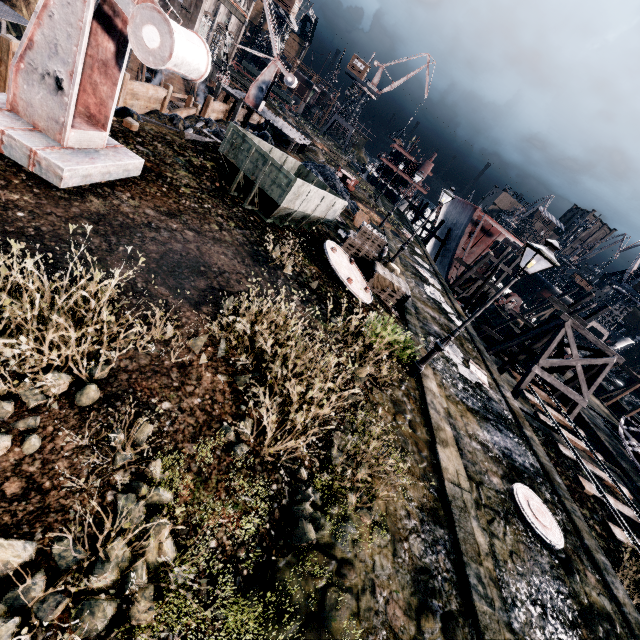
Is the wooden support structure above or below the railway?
above

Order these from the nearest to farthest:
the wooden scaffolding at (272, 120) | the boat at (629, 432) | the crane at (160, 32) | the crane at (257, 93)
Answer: the crane at (160, 32) < the boat at (629, 432) < the crane at (257, 93) < the wooden scaffolding at (272, 120)

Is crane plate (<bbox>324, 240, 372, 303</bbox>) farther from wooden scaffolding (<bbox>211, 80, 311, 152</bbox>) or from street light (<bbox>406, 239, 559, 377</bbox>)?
wooden scaffolding (<bbox>211, 80, 311, 152</bbox>)

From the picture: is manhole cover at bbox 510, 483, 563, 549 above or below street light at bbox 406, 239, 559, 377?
below

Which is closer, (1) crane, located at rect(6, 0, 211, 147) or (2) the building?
(1) crane, located at rect(6, 0, 211, 147)

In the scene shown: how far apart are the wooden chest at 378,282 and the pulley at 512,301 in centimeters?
3077cm

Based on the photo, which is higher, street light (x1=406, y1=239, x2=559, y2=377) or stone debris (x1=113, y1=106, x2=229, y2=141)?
street light (x1=406, y1=239, x2=559, y2=377)

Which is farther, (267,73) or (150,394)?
(267,73)
